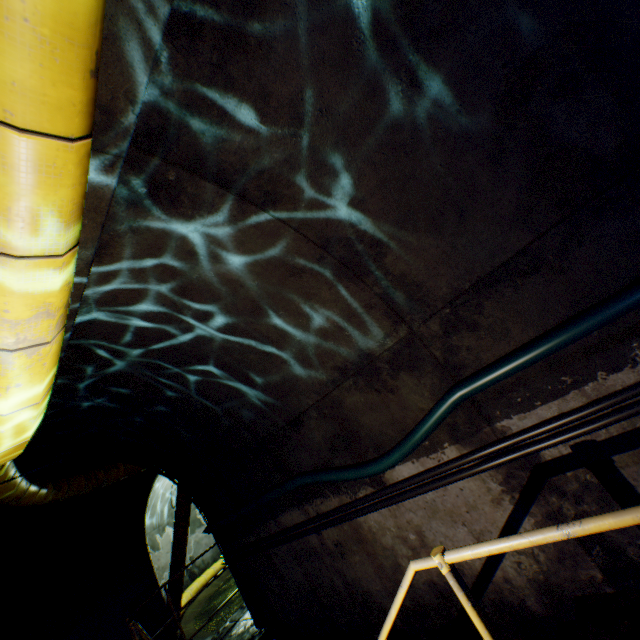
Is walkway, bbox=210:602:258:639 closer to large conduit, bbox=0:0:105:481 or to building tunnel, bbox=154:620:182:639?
building tunnel, bbox=154:620:182:639

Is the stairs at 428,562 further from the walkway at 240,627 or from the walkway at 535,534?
the walkway at 240,627

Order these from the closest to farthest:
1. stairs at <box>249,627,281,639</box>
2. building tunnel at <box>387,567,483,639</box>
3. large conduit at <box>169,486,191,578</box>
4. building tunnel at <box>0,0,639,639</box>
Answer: building tunnel at <box>0,0,639,639</box> → building tunnel at <box>387,567,483,639</box> → stairs at <box>249,627,281,639</box> → large conduit at <box>169,486,191,578</box>

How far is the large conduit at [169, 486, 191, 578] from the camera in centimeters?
920cm

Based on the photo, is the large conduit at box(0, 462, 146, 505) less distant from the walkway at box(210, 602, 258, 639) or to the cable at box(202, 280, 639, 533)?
the walkway at box(210, 602, 258, 639)

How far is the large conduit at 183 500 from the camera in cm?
920

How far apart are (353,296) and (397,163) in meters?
1.1
